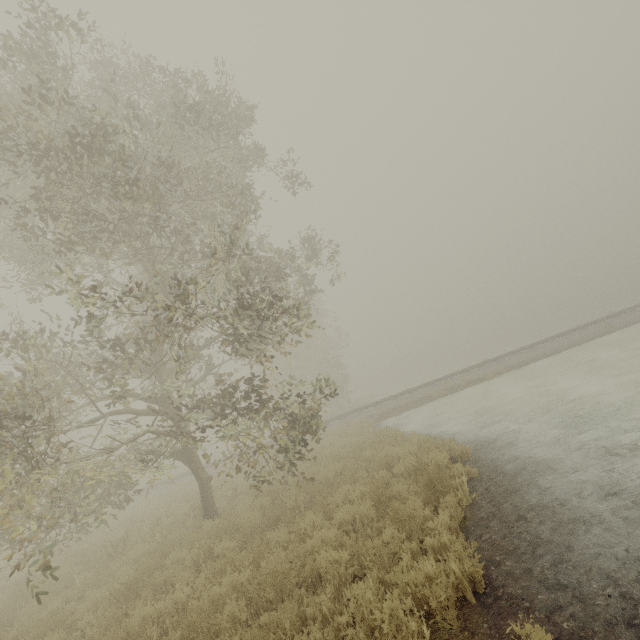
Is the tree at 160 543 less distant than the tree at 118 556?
Yes

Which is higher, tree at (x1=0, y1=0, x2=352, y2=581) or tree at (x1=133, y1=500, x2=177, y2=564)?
tree at (x1=0, y1=0, x2=352, y2=581)

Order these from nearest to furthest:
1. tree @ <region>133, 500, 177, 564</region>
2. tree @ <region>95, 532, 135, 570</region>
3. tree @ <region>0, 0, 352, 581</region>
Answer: tree @ <region>0, 0, 352, 581</region>, tree @ <region>133, 500, 177, 564</region>, tree @ <region>95, 532, 135, 570</region>

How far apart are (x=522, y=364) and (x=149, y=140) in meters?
24.6

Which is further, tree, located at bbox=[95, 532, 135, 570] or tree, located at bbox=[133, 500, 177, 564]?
tree, located at bbox=[95, 532, 135, 570]

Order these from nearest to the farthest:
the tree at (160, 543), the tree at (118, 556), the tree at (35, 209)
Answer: the tree at (35, 209) → the tree at (160, 543) → the tree at (118, 556)

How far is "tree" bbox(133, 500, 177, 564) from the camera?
8.3m
